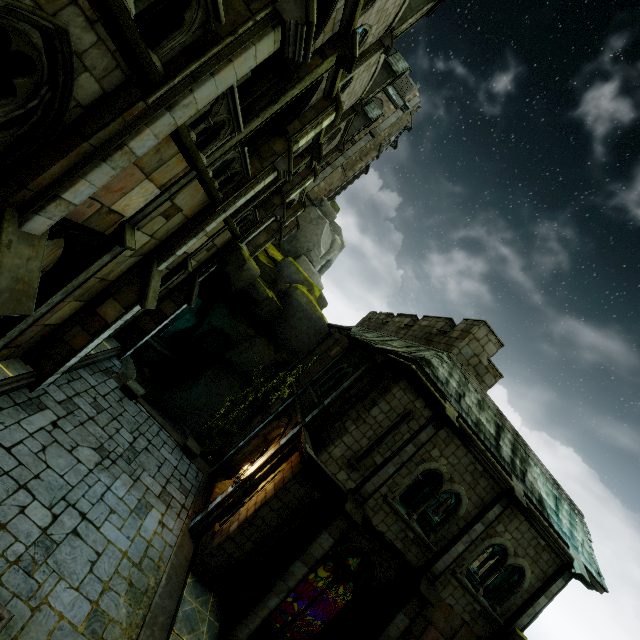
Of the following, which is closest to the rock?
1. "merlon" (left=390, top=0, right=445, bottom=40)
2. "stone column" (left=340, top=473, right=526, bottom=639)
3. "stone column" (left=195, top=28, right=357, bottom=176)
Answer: "stone column" (left=195, top=28, right=357, bottom=176)

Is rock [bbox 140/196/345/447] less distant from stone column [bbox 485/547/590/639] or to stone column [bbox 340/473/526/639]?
stone column [bbox 340/473/526/639]

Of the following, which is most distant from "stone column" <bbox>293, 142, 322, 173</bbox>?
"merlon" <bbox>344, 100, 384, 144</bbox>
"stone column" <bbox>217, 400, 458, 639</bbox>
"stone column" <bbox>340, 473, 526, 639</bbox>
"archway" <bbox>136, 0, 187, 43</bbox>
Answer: "merlon" <bbox>344, 100, 384, 144</bbox>

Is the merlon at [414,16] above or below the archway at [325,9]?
above

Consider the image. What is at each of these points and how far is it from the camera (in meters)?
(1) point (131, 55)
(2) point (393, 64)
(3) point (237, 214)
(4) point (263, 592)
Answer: (1) wall trim, 4.43
(2) merlon, 23.39
(3) stone column, 14.14
(4) stone column, 9.38

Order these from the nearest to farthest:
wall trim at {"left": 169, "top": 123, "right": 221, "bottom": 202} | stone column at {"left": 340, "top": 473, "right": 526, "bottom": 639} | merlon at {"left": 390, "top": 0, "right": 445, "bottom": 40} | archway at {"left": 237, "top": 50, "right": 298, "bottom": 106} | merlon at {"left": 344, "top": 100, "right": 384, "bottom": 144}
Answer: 1. wall trim at {"left": 169, "top": 123, "right": 221, "bottom": 202}
2. archway at {"left": 237, "top": 50, "right": 298, "bottom": 106}
3. stone column at {"left": 340, "top": 473, "right": 526, "bottom": 639}
4. merlon at {"left": 390, "top": 0, "right": 445, "bottom": 40}
5. merlon at {"left": 344, "top": 100, "right": 384, "bottom": 144}

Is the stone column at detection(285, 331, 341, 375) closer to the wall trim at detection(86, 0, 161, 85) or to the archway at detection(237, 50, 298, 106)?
the archway at detection(237, 50, 298, 106)

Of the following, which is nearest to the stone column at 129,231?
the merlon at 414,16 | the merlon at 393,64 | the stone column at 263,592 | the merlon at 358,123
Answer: the stone column at 263,592
